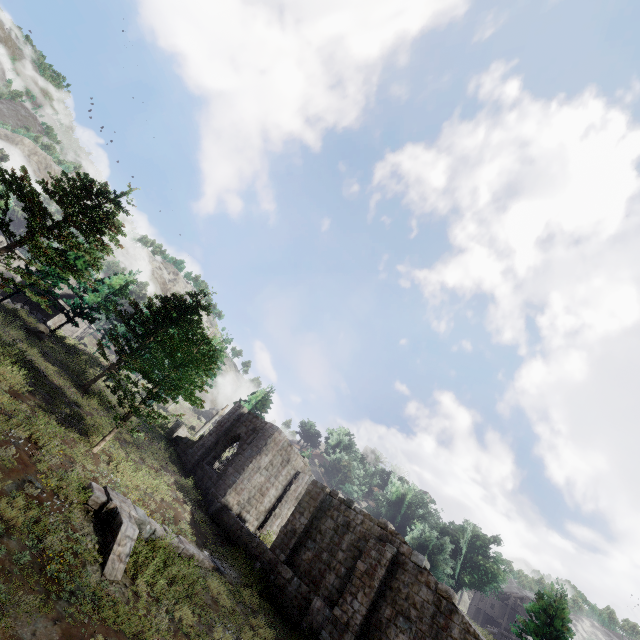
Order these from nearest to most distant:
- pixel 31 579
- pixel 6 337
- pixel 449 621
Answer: pixel 31 579 → pixel 449 621 → pixel 6 337

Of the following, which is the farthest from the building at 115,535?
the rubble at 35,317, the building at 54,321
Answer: the building at 54,321

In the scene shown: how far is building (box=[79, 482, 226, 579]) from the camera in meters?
9.9

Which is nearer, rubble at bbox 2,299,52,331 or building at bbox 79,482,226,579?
building at bbox 79,482,226,579

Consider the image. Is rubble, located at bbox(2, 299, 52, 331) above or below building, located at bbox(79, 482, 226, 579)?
above

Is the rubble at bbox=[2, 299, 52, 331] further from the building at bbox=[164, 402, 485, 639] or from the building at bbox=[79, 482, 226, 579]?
the building at bbox=[79, 482, 226, 579]

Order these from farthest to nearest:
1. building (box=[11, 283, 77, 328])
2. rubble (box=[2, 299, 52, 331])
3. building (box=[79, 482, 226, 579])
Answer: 1. building (box=[11, 283, 77, 328])
2. rubble (box=[2, 299, 52, 331])
3. building (box=[79, 482, 226, 579])

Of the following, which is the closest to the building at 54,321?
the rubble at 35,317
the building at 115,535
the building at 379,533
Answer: the rubble at 35,317
